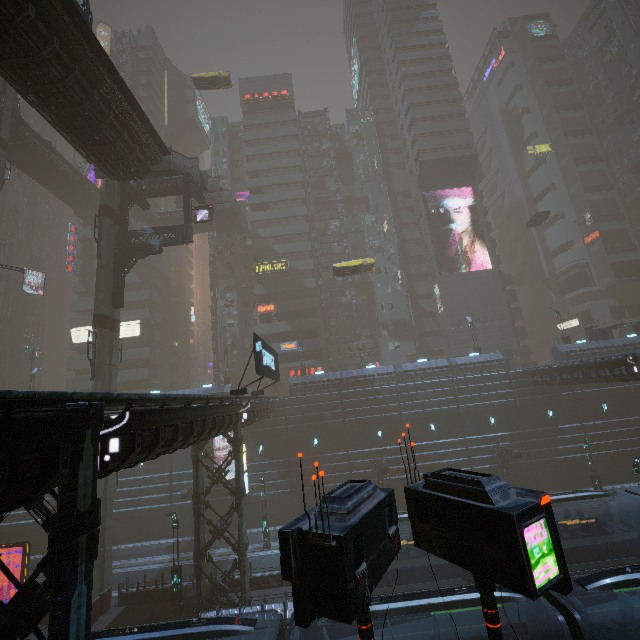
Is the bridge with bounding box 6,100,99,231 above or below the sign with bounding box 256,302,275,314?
above

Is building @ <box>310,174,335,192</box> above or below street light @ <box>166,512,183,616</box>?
above

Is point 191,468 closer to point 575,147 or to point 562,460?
point 562,460

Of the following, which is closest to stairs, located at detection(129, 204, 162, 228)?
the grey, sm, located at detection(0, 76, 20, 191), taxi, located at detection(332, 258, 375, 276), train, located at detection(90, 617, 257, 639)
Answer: sm, located at detection(0, 76, 20, 191)

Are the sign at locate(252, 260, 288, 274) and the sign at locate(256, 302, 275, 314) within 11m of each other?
yes

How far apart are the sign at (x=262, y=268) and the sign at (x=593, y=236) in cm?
5302

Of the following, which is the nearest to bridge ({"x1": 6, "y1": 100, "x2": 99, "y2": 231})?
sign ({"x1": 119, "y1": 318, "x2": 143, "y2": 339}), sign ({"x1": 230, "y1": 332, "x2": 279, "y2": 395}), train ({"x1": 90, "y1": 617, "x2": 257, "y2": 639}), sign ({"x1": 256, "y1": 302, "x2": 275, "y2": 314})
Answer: sign ({"x1": 119, "y1": 318, "x2": 143, "y2": 339})

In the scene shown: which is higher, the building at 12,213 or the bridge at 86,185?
the building at 12,213
